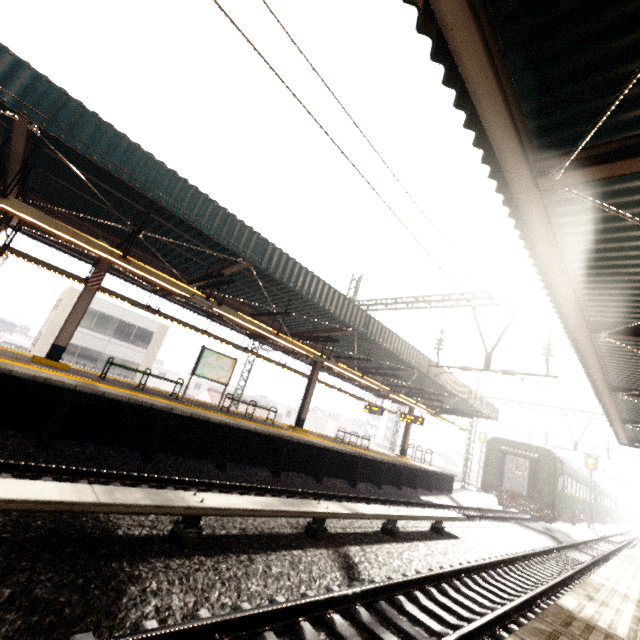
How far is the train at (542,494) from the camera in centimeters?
1951cm

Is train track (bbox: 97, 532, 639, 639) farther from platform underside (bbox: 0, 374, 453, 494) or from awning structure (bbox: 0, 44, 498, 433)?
awning structure (bbox: 0, 44, 498, 433)

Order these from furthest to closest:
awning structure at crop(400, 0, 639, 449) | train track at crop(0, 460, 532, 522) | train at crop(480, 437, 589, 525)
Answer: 1. train at crop(480, 437, 589, 525)
2. train track at crop(0, 460, 532, 522)
3. awning structure at crop(400, 0, 639, 449)

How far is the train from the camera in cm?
1951

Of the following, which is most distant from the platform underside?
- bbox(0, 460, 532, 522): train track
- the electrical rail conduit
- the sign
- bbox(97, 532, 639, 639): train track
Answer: bbox(97, 532, 639, 639): train track

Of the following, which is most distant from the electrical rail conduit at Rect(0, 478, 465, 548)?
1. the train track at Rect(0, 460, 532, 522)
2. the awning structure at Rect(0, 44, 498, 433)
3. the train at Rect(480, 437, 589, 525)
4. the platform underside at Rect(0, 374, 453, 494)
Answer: the train at Rect(480, 437, 589, 525)

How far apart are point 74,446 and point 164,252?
5.85m

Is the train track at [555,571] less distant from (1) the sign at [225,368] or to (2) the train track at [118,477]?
(2) the train track at [118,477]
